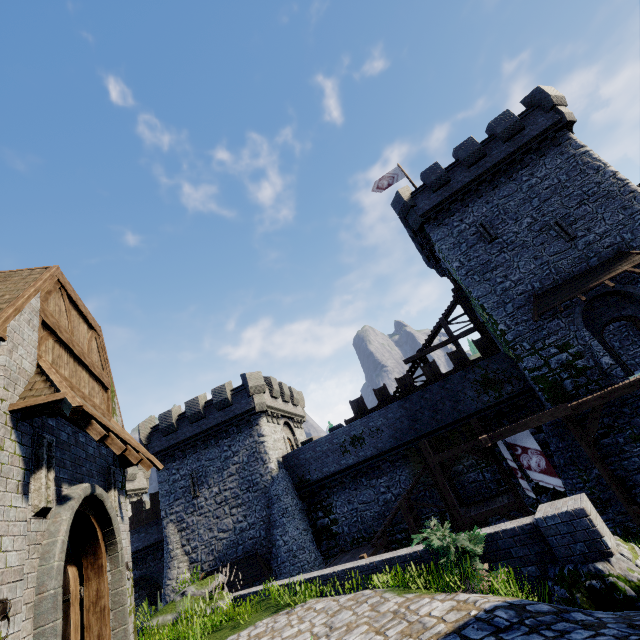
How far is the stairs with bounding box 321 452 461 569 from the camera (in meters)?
16.98

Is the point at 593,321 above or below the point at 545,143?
below

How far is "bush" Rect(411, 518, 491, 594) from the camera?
6.26m

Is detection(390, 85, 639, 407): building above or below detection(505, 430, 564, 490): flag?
above

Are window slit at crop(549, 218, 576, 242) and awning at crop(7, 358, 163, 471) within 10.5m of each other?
no

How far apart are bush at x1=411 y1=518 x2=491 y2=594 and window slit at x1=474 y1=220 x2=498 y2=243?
17.4 meters

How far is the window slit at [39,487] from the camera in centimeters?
519cm

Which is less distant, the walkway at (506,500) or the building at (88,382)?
the building at (88,382)
